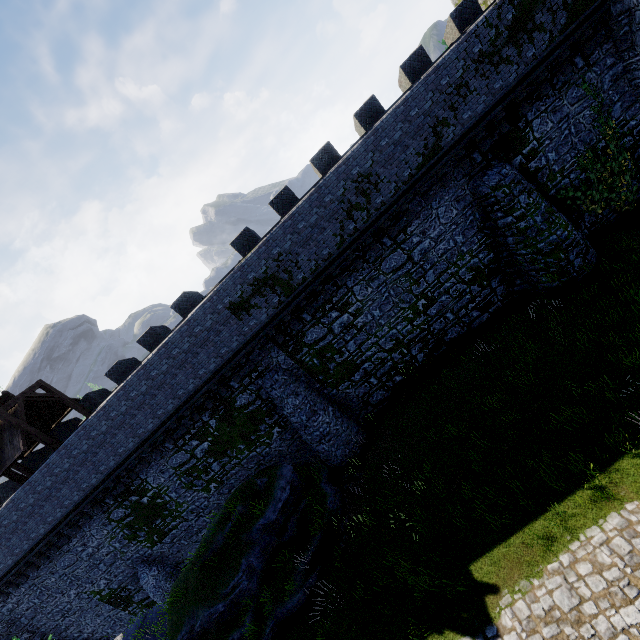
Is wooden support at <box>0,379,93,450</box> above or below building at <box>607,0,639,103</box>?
above

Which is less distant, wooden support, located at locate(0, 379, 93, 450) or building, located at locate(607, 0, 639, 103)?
building, located at locate(607, 0, 639, 103)

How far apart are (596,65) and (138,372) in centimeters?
2311cm

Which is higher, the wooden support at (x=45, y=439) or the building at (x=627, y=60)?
the wooden support at (x=45, y=439)

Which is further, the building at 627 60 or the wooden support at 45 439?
the wooden support at 45 439
